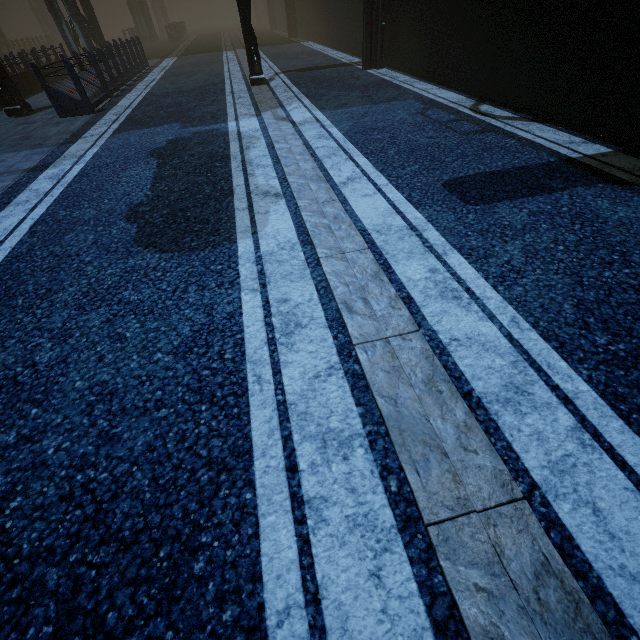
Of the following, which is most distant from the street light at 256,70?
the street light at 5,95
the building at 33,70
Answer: the street light at 5,95

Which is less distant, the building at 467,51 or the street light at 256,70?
the building at 467,51

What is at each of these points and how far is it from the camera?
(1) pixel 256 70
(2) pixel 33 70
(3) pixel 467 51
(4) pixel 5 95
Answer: (1) street light, 10.53m
(2) building, 8.66m
(3) building, 7.64m
(4) street light, 9.63m

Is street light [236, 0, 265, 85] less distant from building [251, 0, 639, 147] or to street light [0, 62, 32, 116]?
building [251, 0, 639, 147]

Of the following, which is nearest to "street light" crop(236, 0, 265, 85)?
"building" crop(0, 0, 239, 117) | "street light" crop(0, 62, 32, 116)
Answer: "building" crop(0, 0, 239, 117)
